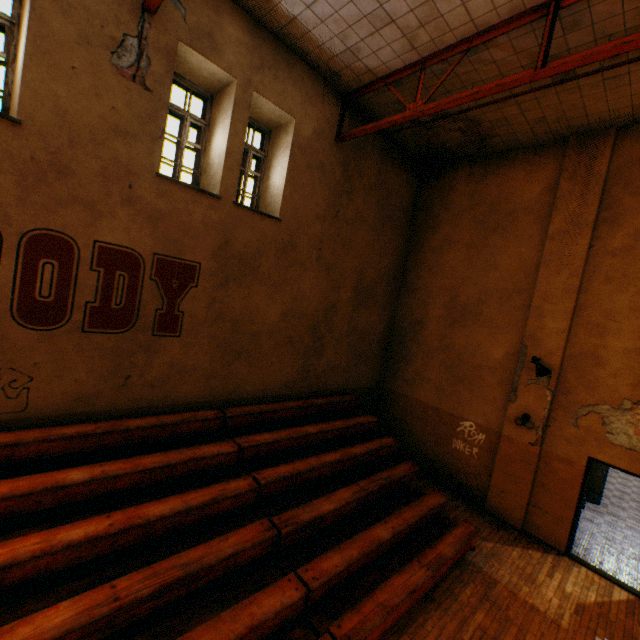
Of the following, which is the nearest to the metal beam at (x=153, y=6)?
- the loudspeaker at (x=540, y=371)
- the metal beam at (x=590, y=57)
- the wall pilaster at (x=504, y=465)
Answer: the metal beam at (x=590, y=57)

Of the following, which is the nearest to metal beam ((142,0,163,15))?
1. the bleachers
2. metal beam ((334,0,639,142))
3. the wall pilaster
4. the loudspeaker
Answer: metal beam ((334,0,639,142))

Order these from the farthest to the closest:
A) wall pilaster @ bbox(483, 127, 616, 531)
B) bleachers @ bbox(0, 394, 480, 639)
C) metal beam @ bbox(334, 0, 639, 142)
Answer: wall pilaster @ bbox(483, 127, 616, 531)
metal beam @ bbox(334, 0, 639, 142)
bleachers @ bbox(0, 394, 480, 639)

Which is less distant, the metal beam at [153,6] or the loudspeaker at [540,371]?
the metal beam at [153,6]

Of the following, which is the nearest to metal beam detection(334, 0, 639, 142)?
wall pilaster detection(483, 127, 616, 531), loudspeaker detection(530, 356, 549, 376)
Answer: wall pilaster detection(483, 127, 616, 531)

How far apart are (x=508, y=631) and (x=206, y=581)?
4.5m

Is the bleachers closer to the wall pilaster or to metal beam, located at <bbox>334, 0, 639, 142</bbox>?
the wall pilaster

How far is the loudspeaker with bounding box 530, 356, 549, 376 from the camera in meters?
6.9 m
